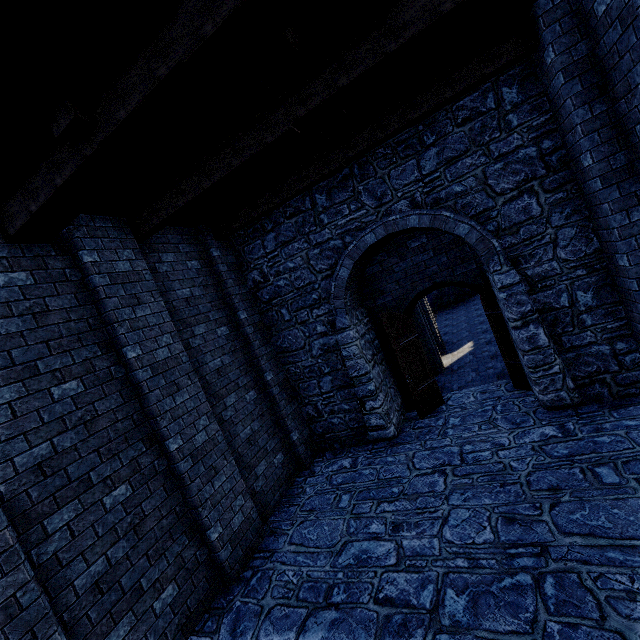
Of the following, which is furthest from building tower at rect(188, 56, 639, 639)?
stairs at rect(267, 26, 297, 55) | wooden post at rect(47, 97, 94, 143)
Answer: wooden post at rect(47, 97, 94, 143)

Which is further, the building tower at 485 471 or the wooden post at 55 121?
the building tower at 485 471

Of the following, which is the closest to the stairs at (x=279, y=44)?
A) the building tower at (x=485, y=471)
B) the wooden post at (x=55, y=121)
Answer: the wooden post at (x=55, y=121)

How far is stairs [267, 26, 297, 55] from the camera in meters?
3.0 m

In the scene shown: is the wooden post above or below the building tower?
above

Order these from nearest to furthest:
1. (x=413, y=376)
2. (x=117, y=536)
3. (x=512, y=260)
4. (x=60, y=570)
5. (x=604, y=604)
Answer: (x=604, y=604) → (x=60, y=570) → (x=117, y=536) → (x=512, y=260) → (x=413, y=376)

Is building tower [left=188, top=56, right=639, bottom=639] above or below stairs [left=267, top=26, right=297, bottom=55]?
below

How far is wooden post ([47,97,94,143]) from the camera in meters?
2.9
